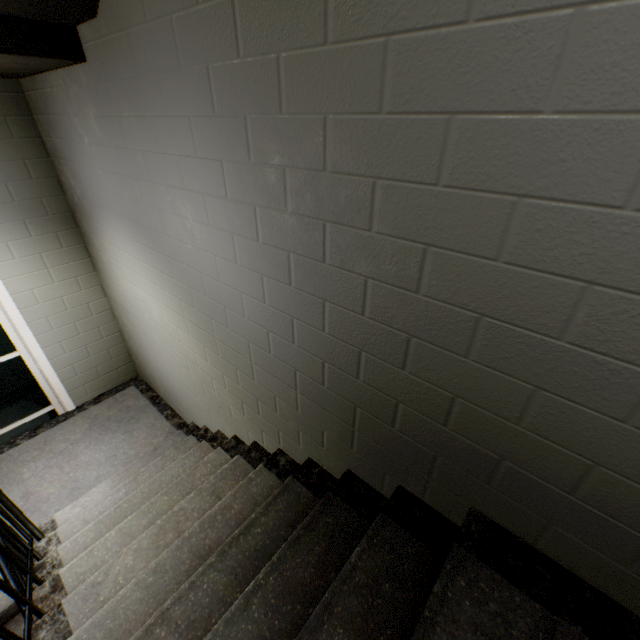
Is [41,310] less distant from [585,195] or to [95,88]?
[95,88]

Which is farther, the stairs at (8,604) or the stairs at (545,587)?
the stairs at (8,604)

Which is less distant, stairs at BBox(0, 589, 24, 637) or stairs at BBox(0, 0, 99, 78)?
stairs at BBox(0, 0, 99, 78)

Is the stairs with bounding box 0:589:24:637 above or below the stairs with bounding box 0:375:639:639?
below
